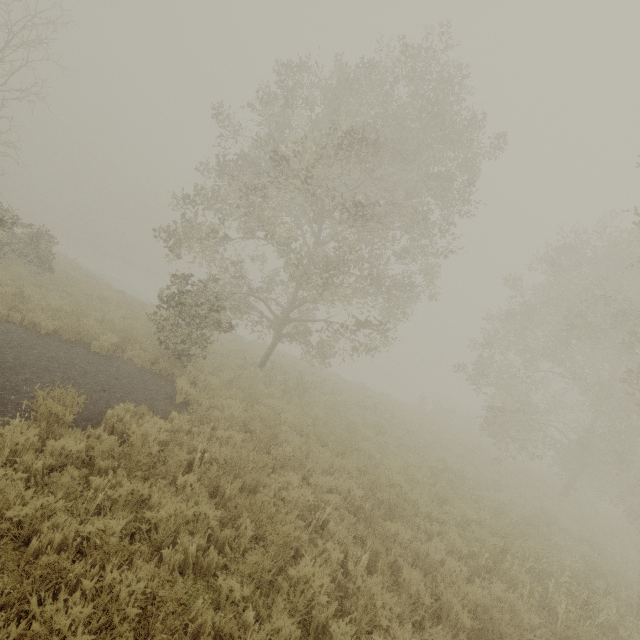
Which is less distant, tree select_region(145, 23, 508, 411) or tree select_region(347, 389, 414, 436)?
tree select_region(145, 23, 508, 411)

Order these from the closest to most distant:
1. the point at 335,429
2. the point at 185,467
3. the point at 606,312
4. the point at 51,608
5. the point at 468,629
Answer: the point at 51,608
the point at 468,629
the point at 185,467
the point at 335,429
the point at 606,312

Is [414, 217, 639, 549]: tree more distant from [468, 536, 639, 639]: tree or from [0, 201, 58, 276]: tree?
[0, 201, 58, 276]: tree

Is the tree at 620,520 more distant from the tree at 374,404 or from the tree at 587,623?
the tree at 587,623

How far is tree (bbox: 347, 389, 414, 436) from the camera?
15.3 meters

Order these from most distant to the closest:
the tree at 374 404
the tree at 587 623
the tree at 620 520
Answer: the tree at 374 404
the tree at 620 520
the tree at 587 623

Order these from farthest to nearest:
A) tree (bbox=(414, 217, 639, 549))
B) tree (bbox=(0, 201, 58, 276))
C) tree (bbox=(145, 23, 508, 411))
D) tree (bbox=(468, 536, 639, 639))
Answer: tree (bbox=(0, 201, 58, 276)) → tree (bbox=(414, 217, 639, 549)) → tree (bbox=(145, 23, 508, 411)) → tree (bbox=(468, 536, 639, 639))

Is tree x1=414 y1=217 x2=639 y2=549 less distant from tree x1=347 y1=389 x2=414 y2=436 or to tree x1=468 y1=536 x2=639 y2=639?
tree x1=347 y1=389 x2=414 y2=436
